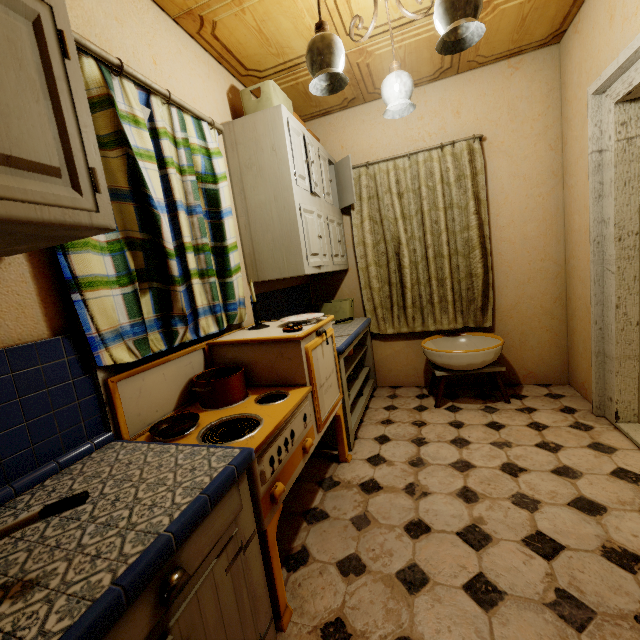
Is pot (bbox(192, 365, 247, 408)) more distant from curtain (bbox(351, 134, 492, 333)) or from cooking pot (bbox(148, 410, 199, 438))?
curtain (bbox(351, 134, 492, 333))

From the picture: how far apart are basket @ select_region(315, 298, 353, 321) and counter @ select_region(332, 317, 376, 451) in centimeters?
4cm

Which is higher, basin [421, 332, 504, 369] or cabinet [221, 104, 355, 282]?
cabinet [221, 104, 355, 282]

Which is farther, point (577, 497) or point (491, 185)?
point (491, 185)

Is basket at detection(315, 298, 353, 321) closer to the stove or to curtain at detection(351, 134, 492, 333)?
curtain at detection(351, 134, 492, 333)

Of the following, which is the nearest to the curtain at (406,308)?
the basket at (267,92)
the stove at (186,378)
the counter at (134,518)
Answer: the basket at (267,92)

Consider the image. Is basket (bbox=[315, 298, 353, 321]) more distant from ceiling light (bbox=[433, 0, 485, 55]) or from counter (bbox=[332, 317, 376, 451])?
ceiling light (bbox=[433, 0, 485, 55])

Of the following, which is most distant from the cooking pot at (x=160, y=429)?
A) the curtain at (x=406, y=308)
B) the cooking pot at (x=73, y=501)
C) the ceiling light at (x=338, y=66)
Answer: the curtain at (x=406, y=308)
